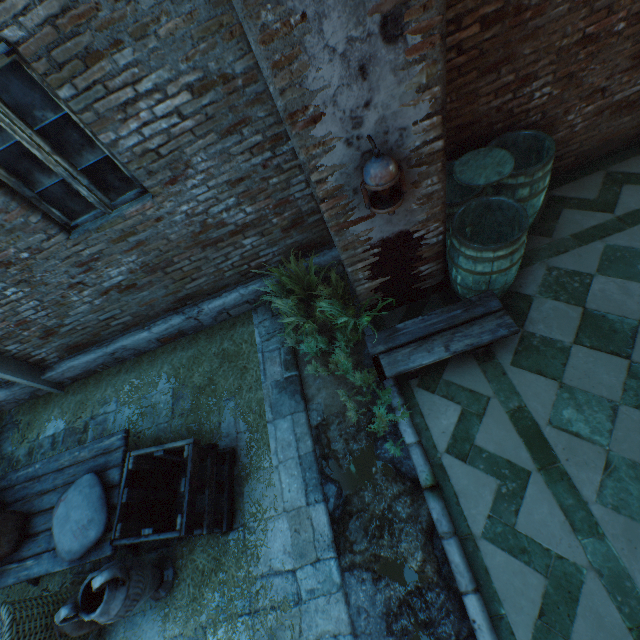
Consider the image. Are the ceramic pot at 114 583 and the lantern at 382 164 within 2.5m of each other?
no

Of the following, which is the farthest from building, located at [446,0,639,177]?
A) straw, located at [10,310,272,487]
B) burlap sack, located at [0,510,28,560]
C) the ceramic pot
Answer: the ceramic pot

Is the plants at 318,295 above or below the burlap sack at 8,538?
below

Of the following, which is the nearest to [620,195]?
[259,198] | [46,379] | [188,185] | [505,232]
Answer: [505,232]

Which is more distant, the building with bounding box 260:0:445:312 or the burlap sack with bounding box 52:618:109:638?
the burlap sack with bounding box 52:618:109:638

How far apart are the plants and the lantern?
1.1 meters

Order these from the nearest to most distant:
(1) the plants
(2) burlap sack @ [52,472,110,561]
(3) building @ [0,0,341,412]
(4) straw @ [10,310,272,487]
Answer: (3) building @ [0,0,341,412] → (2) burlap sack @ [52,472,110,561] → (1) the plants → (4) straw @ [10,310,272,487]

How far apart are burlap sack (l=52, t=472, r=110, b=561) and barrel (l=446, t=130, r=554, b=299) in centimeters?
407cm
